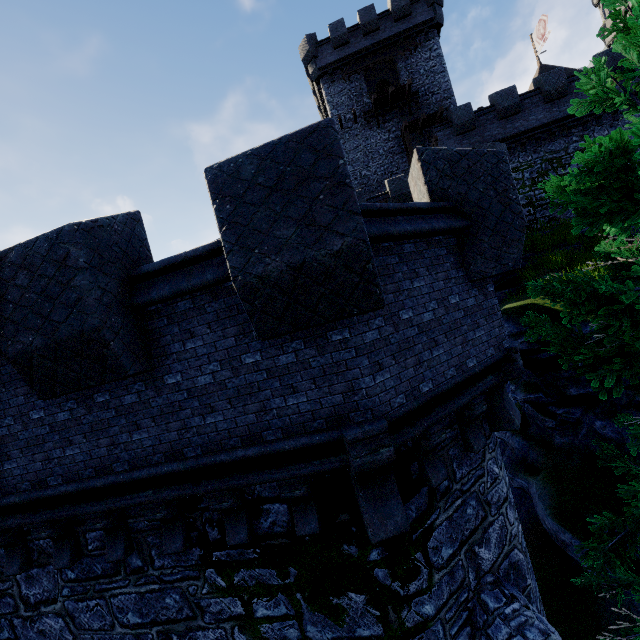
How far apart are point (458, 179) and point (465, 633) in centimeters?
659cm

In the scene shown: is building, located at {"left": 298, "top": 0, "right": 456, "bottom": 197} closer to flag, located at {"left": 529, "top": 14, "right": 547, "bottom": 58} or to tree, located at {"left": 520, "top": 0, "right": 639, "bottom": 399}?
flag, located at {"left": 529, "top": 14, "right": 547, "bottom": 58}

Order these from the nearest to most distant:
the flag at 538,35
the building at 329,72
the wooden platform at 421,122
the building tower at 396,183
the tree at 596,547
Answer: the tree at 596,547
the building tower at 396,183
the wooden platform at 421,122
the building at 329,72
the flag at 538,35

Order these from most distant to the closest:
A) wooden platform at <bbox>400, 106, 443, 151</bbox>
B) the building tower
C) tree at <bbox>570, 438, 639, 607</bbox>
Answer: wooden platform at <bbox>400, 106, 443, 151</bbox> < the building tower < tree at <bbox>570, 438, 639, 607</bbox>

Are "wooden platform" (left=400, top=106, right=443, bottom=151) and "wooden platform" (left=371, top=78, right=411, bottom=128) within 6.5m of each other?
yes

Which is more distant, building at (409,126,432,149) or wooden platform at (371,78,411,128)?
building at (409,126,432,149)

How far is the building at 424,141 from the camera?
25.9m

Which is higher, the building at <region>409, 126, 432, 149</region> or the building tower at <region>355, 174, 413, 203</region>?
the building at <region>409, 126, 432, 149</region>
